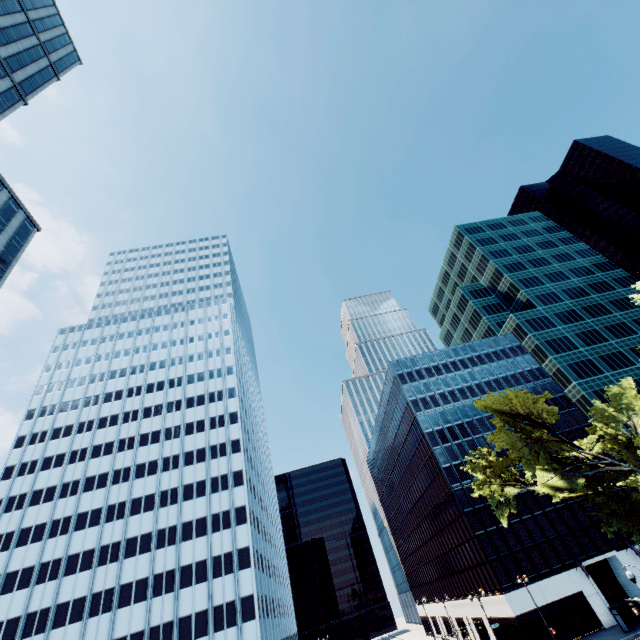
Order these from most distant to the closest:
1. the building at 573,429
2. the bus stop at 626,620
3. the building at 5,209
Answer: the building at 573,429, the building at 5,209, the bus stop at 626,620

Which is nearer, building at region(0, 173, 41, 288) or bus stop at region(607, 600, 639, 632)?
bus stop at region(607, 600, 639, 632)

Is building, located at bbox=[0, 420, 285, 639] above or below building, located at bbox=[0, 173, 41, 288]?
below

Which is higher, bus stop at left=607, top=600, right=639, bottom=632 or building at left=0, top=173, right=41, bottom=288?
building at left=0, top=173, right=41, bottom=288

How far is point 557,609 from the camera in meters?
41.6 m

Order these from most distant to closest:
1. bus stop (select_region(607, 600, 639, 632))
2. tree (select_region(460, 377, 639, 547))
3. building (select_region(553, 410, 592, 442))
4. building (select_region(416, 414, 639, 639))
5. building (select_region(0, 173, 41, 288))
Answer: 1. building (select_region(553, 410, 592, 442))
2. building (select_region(416, 414, 639, 639))
3. building (select_region(0, 173, 41, 288))
4. bus stop (select_region(607, 600, 639, 632))
5. tree (select_region(460, 377, 639, 547))

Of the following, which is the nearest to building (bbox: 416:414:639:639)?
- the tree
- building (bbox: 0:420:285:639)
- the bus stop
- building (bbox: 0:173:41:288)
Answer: the bus stop

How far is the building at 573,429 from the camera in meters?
56.8 m
